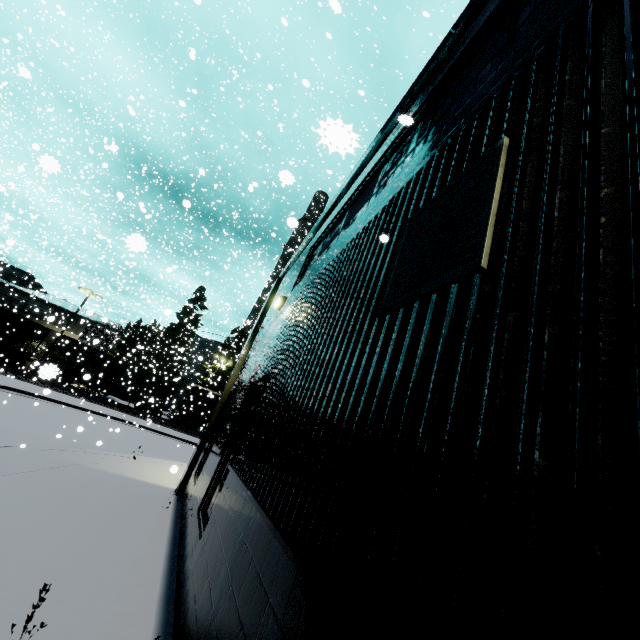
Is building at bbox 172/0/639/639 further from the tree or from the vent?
the tree

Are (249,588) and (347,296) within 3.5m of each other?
yes

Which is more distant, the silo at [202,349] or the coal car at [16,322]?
the silo at [202,349]

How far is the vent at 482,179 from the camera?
1.75m

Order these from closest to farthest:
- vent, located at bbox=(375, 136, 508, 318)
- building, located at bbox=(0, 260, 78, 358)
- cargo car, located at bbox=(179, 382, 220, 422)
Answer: vent, located at bbox=(375, 136, 508, 318) < building, located at bbox=(0, 260, 78, 358) < cargo car, located at bbox=(179, 382, 220, 422)

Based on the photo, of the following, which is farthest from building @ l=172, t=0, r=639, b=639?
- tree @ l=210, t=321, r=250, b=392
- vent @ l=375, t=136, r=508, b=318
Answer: tree @ l=210, t=321, r=250, b=392

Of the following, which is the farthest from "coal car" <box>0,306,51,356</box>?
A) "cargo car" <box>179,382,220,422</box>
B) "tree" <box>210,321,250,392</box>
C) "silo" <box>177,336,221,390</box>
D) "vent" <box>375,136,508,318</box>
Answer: "vent" <box>375,136,508,318</box>

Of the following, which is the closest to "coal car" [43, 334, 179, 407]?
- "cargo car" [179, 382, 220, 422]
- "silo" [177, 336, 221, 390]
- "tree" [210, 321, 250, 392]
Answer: "cargo car" [179, 382, 220, 422]
